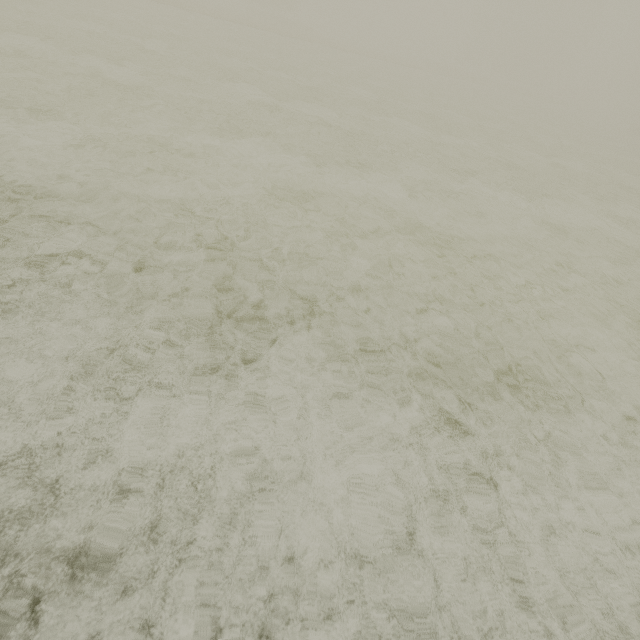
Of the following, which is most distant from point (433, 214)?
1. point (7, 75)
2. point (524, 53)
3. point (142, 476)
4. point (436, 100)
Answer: point (524, 53)
